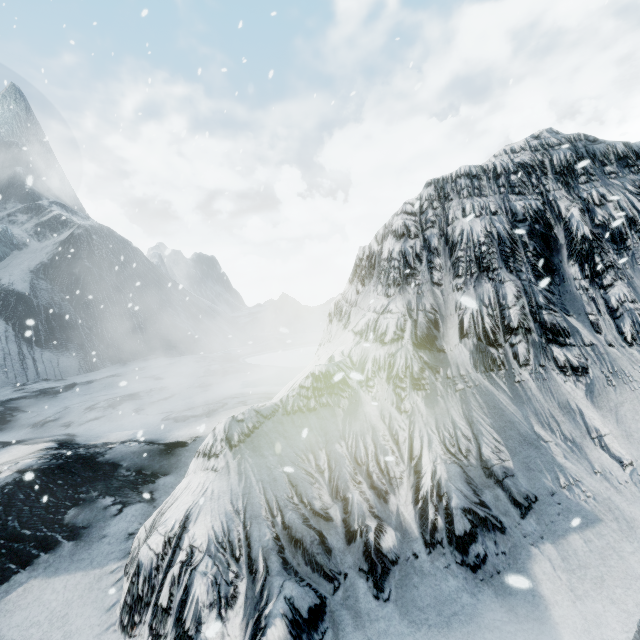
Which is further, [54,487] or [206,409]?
[206,409]
